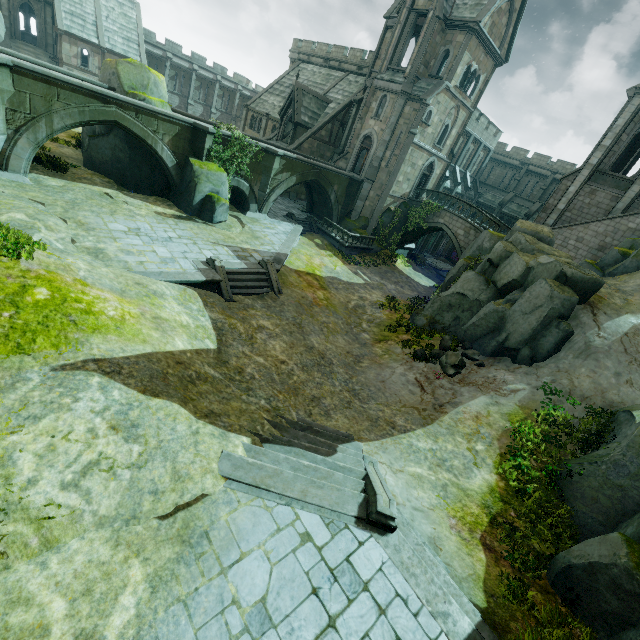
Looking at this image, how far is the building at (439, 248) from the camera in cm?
4149

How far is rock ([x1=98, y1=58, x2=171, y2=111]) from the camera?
18.3 meters

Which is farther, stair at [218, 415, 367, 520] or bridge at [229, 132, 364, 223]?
bridge at [229, 132, 364, 223]

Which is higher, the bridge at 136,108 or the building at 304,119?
the building at 304,119

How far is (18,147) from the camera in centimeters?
1506cm

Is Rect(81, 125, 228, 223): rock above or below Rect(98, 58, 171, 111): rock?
below

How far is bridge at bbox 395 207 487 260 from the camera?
28.11m
